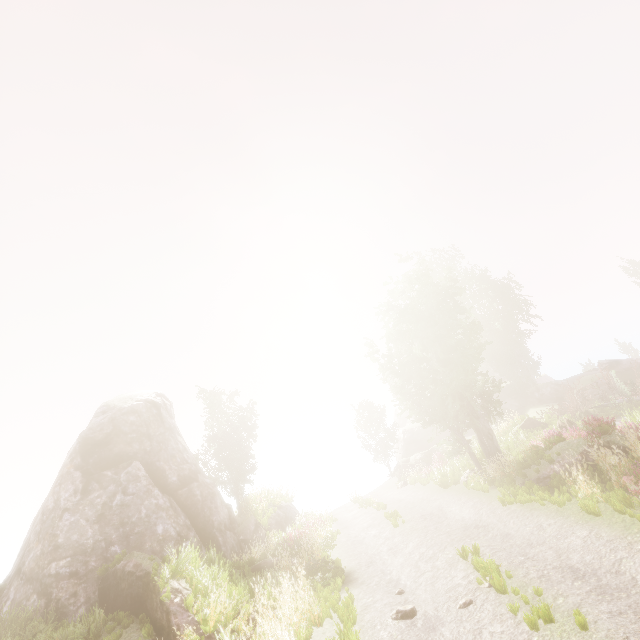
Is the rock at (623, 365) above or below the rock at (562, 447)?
above

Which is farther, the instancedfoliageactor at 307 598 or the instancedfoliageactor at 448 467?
the instancedfoliageactor at 448 467

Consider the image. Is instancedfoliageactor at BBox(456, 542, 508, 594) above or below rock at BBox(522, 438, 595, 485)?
below

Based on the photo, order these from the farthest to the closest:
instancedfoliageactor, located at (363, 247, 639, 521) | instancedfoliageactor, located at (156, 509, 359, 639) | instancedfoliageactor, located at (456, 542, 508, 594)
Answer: instancedfoliageactor, located at (363, 247, 639, 521), instancedfoliageactor, located at (156, 509, 359, 639), instancedfoliageactor, located at (456, 542, 508, 594)

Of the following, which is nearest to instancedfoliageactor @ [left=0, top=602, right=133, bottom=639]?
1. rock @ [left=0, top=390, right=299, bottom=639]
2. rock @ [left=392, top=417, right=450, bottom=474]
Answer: rock @ [left=0, top=390, right=299, bottom=639]

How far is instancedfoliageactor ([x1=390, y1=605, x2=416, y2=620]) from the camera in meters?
7.2

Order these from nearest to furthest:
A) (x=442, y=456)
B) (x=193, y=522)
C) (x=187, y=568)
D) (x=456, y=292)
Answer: (x=187, y=568)
(x=193, y=522)
(x=456, y=292)
(x=442, y=456)
